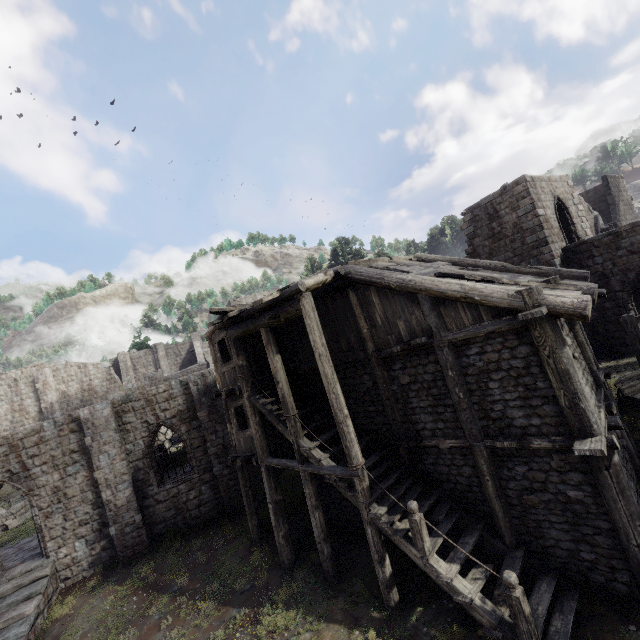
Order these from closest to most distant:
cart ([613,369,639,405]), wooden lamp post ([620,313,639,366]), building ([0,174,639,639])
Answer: building ([0,174,639,639]) < wooden lamp post ([620,313,639,366]) < cart ([613,369,639,405])

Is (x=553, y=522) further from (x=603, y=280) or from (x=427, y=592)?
(x=603, y=280)

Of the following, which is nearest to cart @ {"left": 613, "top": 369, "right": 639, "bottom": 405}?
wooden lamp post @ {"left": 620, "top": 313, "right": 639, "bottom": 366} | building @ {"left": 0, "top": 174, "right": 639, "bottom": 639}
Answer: wooden lamp post @ {"left": 620, "top": 313, "right": 639, "bottom": 366}

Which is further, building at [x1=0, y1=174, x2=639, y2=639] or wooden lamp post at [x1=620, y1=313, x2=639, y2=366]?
wooden lamp post at [x1=620, y1=313, x2=639, y2=366]

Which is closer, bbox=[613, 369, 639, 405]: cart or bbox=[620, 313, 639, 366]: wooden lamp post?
bbox=[620, 313, 639, 366]: wooden lamp post

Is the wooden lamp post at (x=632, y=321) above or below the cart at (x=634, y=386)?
above

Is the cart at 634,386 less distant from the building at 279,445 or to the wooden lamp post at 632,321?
the wooden lamp post at 632,321

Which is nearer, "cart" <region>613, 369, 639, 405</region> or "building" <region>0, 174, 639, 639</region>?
"building" <region>0, 174, 639, 639</region>
